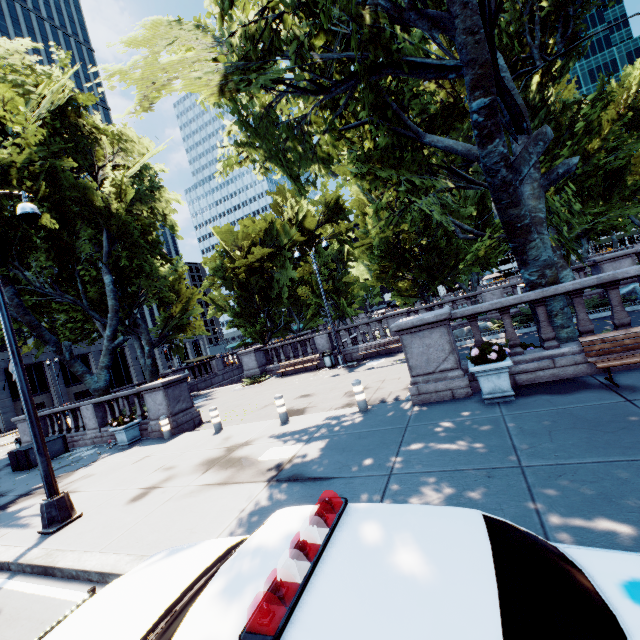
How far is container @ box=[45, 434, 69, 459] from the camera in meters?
14.0

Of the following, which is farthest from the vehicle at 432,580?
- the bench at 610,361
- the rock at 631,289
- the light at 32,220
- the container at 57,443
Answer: the rock at 631,289

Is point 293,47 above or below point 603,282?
above

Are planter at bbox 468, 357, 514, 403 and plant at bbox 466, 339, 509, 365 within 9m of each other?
yes

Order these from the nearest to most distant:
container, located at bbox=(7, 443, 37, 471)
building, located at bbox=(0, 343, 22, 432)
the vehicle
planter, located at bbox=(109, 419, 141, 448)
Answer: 1. the vehicle
2. planter, located at bbox=(109, 419, 141, 448)
3. container, located at bbox=(7, 443, 37, 471)
4. building, located at bbox=(0, 343, 22, 432)

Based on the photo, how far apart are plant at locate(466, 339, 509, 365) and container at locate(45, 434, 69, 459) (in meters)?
17.24

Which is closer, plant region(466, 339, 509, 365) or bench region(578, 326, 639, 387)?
bench region(578, 326, 639, 387)

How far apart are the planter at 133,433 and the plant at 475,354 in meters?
12.3 m
